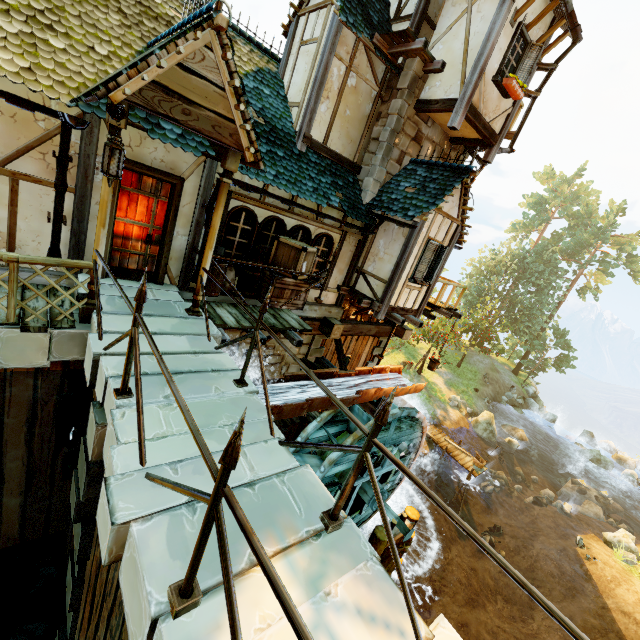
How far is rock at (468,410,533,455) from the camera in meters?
24.7

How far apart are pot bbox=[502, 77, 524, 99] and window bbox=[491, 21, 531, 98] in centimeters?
24cm

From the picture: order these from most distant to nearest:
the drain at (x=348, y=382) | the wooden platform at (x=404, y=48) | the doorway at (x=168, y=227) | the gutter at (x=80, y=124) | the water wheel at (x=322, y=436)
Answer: the water wheel at (x=322, y=436) → the drain at (x=348, y=382) → the wooden platform at (x=404, y=48) → the doorway at (x=168, y=227) → the gutter at (x=80, y=124)

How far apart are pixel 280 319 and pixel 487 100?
8.1 meters

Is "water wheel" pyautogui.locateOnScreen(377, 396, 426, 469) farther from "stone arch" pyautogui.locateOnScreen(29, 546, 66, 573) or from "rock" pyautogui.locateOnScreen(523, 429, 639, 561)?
"rock" pyautogui.locateOnScreen(523, 429, 639, 561)

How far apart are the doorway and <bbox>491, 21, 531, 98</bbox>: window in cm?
831

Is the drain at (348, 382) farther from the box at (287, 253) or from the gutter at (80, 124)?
the gutter at (80, 124)

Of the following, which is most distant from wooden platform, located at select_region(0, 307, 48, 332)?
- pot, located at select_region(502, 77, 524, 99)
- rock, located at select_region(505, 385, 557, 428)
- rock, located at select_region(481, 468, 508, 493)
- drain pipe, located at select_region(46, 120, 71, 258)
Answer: rock, located at select_region(505, 385, 557, 428)
